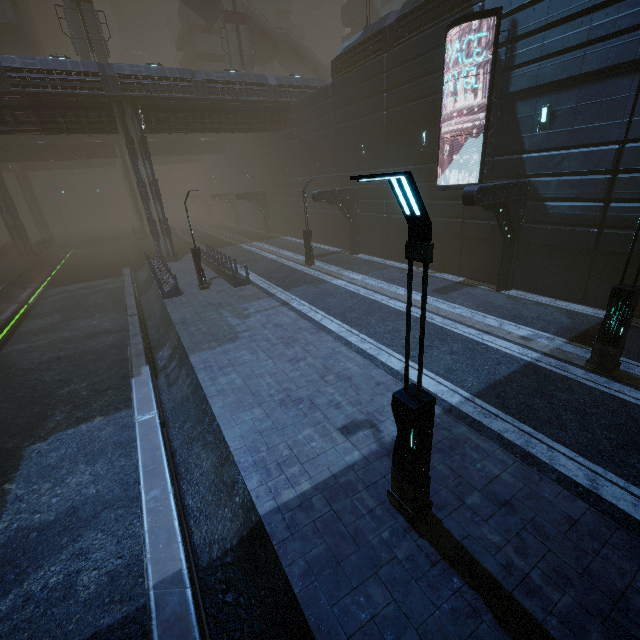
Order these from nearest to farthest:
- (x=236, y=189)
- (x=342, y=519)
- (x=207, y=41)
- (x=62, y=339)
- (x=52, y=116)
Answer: (x=342, y=519), (x=62, y=339), (x=52, y=116), (x=207, y=41), (x=236, y=189)

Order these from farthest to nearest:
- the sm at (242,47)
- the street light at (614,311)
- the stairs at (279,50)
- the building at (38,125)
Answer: the stairs at (279,50), the sm at (242,47), the building at (38,125), the street light at (614,311)

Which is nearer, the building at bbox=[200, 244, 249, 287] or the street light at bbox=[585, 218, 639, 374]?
the street light at bbox=[585, 218, 639, 374]

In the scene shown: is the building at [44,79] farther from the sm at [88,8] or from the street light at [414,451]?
the sm at [88,8]

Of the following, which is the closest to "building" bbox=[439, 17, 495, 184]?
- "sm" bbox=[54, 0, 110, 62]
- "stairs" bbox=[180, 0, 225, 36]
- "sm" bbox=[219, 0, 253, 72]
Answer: "sm" bbox=[219, 0, 253, 72]

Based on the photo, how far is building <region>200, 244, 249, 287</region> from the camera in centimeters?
1954cm

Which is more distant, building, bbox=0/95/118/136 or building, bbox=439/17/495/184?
building, bbox=0/95/118/136

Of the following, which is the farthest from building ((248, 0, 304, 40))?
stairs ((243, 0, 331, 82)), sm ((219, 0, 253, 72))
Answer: sm ((219, 0, 253, 72))
